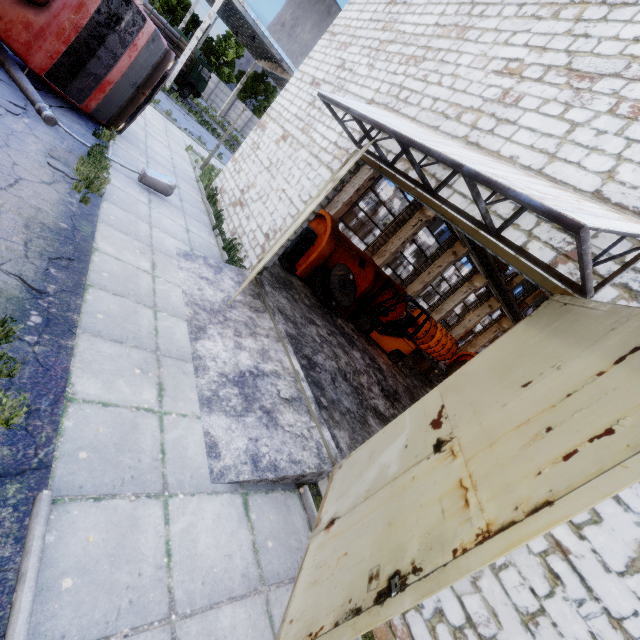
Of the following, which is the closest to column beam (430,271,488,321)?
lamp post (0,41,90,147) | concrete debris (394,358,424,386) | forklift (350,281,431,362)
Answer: concrete debris (394,358,424,386)

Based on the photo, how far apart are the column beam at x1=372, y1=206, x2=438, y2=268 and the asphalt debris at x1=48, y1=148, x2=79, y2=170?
13.6m

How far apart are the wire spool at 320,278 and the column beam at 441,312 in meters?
14.3

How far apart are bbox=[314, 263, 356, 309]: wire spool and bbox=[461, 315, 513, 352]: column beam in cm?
2308

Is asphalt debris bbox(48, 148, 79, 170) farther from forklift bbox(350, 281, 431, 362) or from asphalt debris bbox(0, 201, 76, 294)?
forklift bbox(350, 281, 431, 362)

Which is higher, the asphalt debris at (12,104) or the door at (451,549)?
the door at (451,549)

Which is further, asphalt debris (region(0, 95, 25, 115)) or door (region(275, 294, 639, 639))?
asphalt debris (region(0, 95, 25, 115))

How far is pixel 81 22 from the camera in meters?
7.2 m
